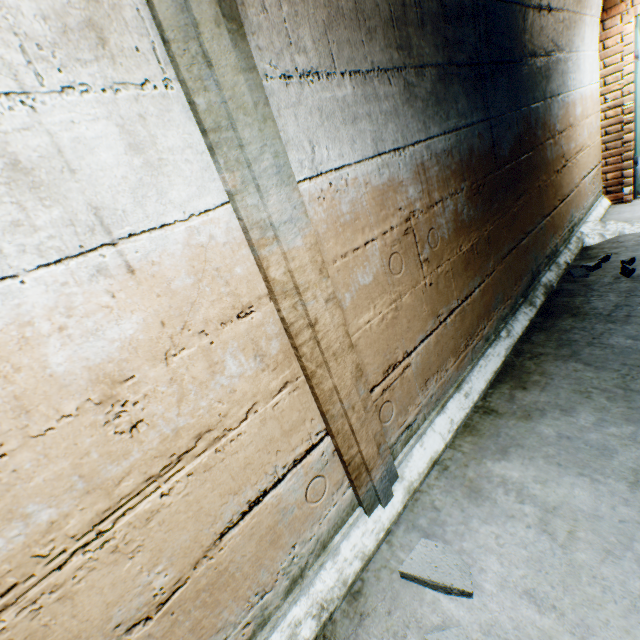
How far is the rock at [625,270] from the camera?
2.78m

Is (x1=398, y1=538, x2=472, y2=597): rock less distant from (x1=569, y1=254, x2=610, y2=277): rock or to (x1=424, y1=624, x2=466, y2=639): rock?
(x1=424, y1=624, x2=466, y2=639): rock

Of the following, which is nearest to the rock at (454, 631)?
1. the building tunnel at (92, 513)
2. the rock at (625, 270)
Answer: the building tunnel at (92, 513)

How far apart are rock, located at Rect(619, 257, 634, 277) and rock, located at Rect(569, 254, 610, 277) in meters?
0.2

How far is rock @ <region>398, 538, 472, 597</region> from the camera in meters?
1.2

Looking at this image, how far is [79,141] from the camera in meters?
0.8 m

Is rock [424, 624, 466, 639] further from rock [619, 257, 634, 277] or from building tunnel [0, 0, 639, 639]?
rock [619, 257, 634, 277]

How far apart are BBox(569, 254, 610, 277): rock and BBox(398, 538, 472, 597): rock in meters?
2.9 m
